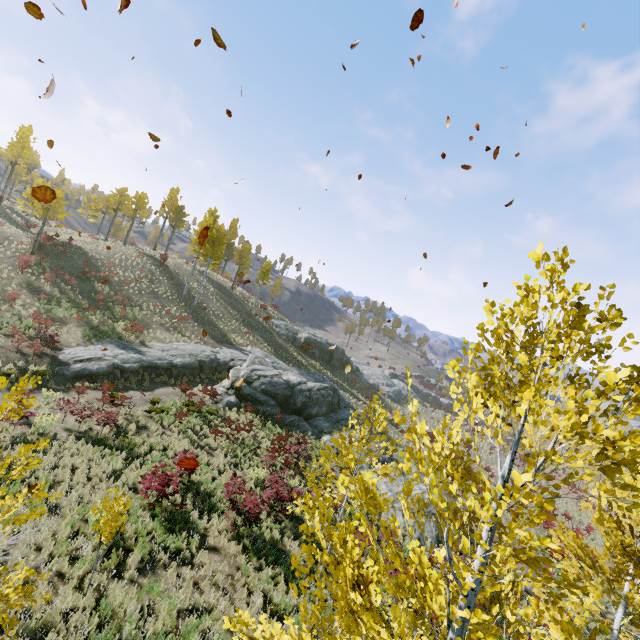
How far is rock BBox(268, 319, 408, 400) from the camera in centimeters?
4447cm

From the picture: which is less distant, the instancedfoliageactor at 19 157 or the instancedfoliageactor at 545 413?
the instancedfoliageactor at 545 413

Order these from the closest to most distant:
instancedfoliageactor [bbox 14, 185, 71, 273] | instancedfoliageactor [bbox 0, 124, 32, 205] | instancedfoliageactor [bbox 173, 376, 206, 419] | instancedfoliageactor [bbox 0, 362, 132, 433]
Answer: instancedfoliageactor [bbox 0, 362, 132, 433] < instancedfoliageactor [bbox 173, 376, 206, 419] < instancedfoliageactor [bbox 14, 185, 71, 273] < instancedfoliageactor [bbox 0, 124, 32, 205]

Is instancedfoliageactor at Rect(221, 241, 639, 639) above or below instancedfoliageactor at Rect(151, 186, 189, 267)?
below

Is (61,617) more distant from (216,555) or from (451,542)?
(451,542)

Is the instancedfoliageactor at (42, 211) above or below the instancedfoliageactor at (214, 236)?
below

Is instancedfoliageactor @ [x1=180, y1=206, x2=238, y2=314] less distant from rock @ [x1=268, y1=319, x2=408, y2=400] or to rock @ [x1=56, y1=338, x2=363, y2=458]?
rock @ [x1=56, y1=338, x2=363, y2=458]
